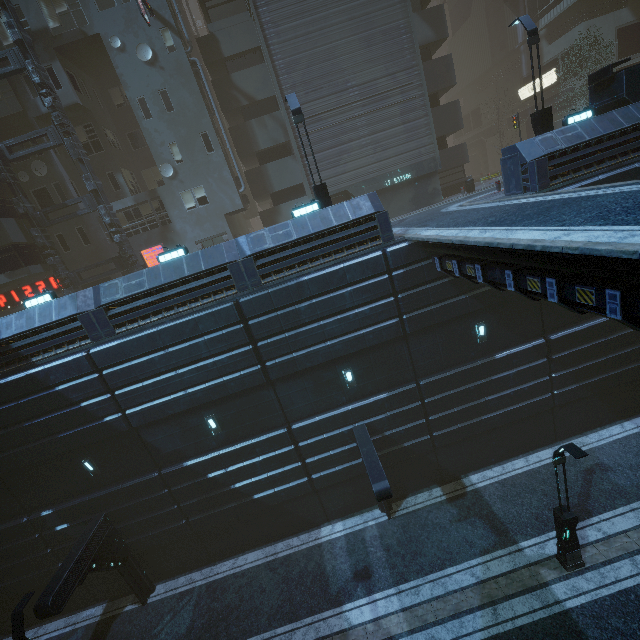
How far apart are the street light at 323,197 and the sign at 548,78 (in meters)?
32.64

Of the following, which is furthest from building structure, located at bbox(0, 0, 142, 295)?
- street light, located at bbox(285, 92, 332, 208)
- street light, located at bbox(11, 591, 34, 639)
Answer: street light, located at bbox(11, 591, 34, 639)

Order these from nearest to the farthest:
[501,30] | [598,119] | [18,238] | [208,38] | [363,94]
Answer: [598,119] → [18,238] → [363,94] → [208,38] → [501,30]

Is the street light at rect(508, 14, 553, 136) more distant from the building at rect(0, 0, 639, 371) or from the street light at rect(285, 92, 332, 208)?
the street light at rect(285, 92, 332, 208)

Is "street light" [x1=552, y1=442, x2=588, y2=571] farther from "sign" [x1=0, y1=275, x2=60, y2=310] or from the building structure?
"sign" [x1=0, y1=275, x2=60, y2=310]

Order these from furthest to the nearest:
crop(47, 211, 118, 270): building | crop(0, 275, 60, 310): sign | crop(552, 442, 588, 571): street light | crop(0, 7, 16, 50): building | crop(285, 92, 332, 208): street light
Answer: crop(0, 275, 60, 310): sign → crop(47, 211, 118, 270): building → crop(0, 7, 16, 50): building → crop(285, 92, 332, 208): street light → crop(552, 442, 588, 571): street light

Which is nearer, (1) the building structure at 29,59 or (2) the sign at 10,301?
(1) the building structure at 29,59

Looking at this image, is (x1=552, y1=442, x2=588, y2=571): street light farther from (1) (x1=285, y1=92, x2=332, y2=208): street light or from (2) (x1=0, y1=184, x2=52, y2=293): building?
(1) (x1=285, y1=92, x2=332, y2=208): street light
